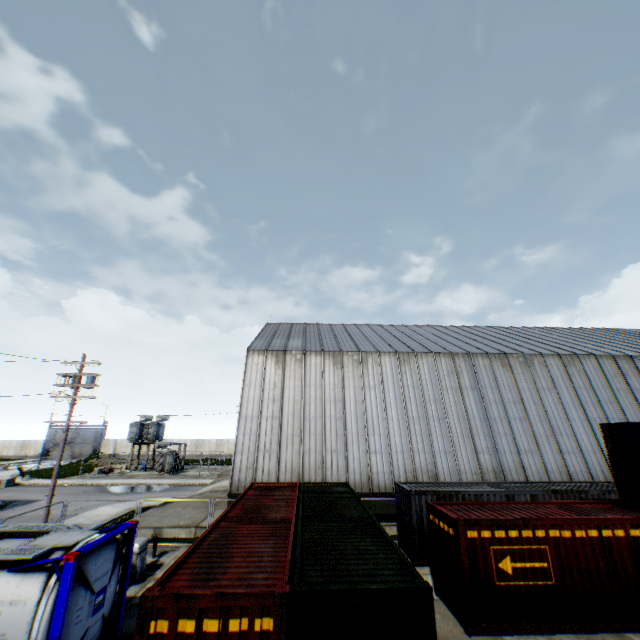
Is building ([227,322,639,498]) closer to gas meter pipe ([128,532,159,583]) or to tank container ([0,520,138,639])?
gas meter pipe ([128,532,159,583])

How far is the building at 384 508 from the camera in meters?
19.3

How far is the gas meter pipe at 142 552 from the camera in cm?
1257

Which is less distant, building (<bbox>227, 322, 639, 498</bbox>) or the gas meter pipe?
the gas meter pipe

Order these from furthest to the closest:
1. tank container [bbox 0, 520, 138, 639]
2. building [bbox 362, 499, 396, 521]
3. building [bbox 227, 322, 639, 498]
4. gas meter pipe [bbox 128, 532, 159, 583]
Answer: building [bbox 227, 322, 639, 498] < building [bbox 362, 499, 396, 521] < gas meter pipe [bbox 128, 532, 159, 583] < tank container [bbox 0, 520, 138, 639]

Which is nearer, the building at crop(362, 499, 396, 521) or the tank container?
the tank container

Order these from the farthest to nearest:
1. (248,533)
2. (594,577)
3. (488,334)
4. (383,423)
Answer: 1. (488,334)
2. (383,423)
3. (594,577)
4. (248,533)
